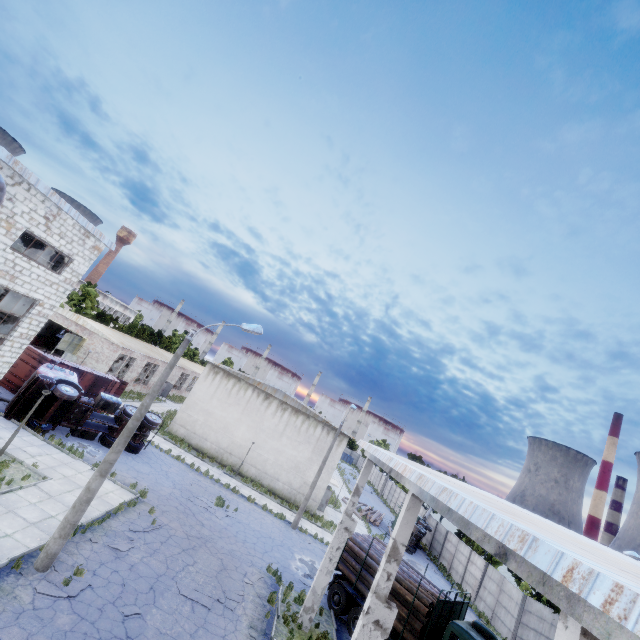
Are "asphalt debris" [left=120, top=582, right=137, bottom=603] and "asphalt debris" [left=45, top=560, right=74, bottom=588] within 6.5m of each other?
yes

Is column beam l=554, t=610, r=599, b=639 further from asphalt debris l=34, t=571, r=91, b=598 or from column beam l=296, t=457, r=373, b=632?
column beam l=296, t=457, r=373, b=632

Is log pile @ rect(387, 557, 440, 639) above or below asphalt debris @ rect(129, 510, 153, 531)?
above

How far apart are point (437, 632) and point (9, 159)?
25.45m

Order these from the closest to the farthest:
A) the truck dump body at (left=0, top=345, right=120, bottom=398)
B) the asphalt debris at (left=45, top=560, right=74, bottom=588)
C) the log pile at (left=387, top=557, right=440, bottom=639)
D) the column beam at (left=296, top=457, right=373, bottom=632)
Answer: the asphalt debris at (left=45, top=560, right=74, bottom=588) → the log pile at (left=387, top=557, right=440, bottom=639) → the column beam at (left=296, top=457, right=373, bottom=632) → the truck dump body at (left=0, top=345, right=120, bottom=398)

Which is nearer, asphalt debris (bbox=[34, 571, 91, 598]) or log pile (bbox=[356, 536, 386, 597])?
asphalt debris (bbox=[34, 571, 91, 598])

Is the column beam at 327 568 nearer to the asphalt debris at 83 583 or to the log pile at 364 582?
the log pile at 364 582

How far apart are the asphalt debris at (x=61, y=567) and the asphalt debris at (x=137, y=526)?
3.3 meters
